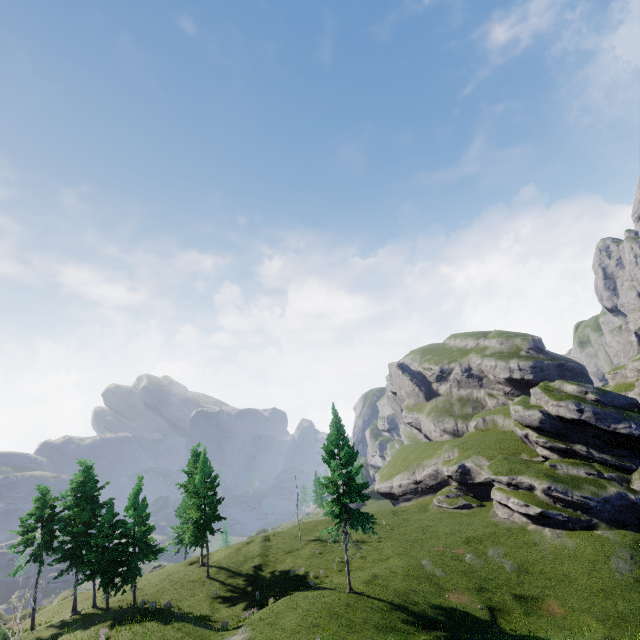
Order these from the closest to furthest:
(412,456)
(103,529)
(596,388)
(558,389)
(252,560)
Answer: (103,529) < (252,560) < (596,388) < (558,389) < (412,456)
